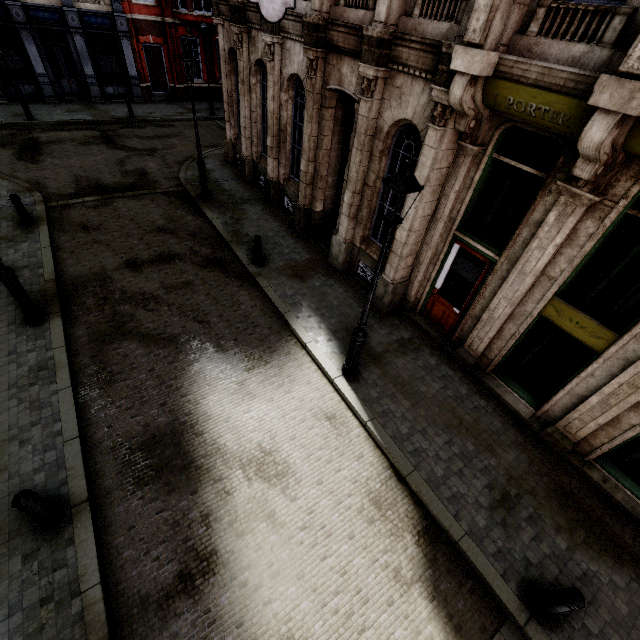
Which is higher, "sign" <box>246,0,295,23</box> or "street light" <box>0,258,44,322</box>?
"sign" <box>246,0,295,23</box>

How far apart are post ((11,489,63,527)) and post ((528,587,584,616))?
7.4 meters

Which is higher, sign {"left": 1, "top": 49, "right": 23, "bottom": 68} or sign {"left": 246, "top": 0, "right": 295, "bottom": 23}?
sign {"left": 246, "top": 0, "right": 295, "bottom": 23}

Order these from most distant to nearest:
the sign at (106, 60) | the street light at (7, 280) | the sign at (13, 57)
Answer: the sign at (106, 60)
the sign at (13, 57)
the street light at (7, 280)

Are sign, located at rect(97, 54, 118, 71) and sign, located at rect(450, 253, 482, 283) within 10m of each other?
no

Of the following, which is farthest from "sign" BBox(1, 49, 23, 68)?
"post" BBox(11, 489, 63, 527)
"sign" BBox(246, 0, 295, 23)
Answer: "post" BBox(11, 489, 63, 527)

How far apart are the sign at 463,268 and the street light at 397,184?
3.1 meters

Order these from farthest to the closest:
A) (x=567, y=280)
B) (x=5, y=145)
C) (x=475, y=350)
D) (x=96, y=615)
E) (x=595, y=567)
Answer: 1. (x=5, y=145)
2. (x=475, y=350)
3. (x=567, y=280)
4. (x=595, y=567)
5. (x=96, y=615)
